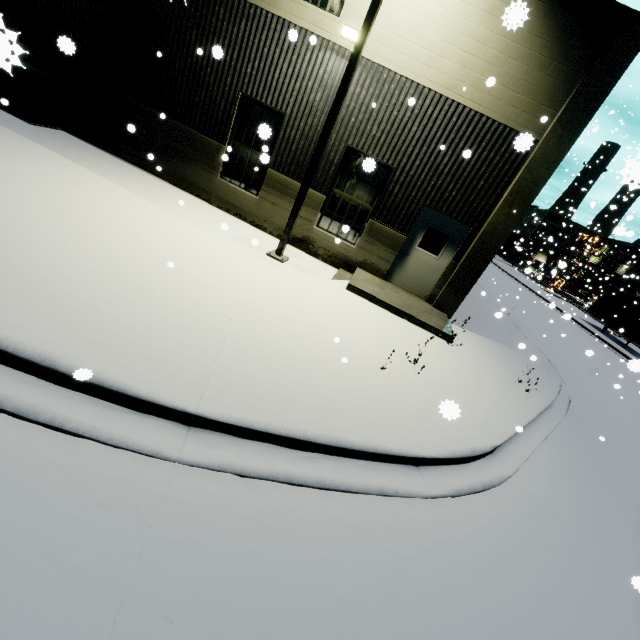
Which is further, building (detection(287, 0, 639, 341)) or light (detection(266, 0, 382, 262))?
building (detection(287, 0, 639, 341))

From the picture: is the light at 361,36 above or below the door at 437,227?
above

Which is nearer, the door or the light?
the light

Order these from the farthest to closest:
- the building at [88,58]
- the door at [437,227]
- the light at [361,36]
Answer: the door at [437,227] < the building at [88,58] < the light at [361,36]

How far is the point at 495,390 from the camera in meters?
7.1

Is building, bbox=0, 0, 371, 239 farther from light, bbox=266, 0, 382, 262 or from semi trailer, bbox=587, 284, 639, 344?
light, bbox=266, 0, 382, 262

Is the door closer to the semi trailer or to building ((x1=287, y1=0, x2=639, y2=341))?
building ((x1=287, y1=0, x2=639, y2=341))

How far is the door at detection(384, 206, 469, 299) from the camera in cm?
945
